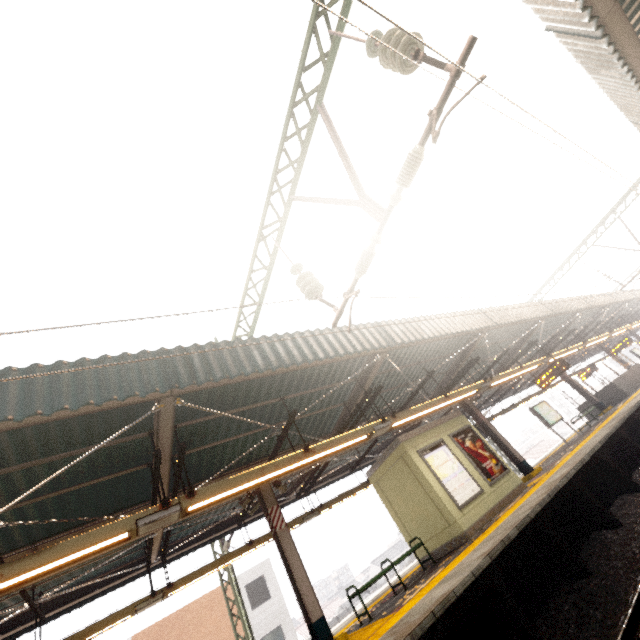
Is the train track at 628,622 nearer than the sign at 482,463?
Yes

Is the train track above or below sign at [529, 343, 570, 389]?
below

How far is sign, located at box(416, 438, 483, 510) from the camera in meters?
9.0

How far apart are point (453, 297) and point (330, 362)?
3.8m

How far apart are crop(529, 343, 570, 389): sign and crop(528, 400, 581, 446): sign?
2.22m

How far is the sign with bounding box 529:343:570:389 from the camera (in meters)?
13.01

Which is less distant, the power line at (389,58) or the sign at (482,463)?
the power line at (389,58)

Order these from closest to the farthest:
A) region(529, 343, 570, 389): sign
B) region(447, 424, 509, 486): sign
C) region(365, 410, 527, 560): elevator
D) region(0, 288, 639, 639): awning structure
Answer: region(0, 288, 639, 639): awning structure < region(365, 410, 527, 560): elevator < region(447, 424, 509, 486): sign < region(529, 343, 570, 389): sign
